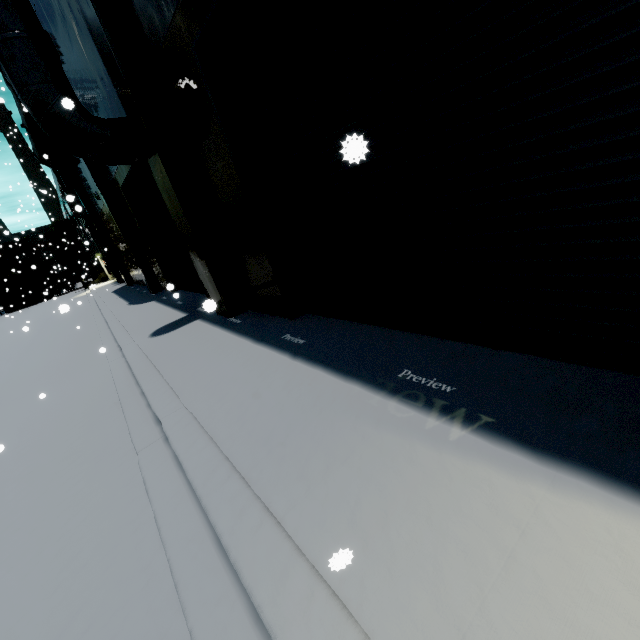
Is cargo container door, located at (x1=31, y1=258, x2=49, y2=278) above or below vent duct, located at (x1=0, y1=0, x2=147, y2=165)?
below

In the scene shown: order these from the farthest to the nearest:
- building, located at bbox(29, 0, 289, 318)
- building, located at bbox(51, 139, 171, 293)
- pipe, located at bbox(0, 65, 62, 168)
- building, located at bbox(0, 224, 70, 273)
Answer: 1. building, located at bbox(0, 224, 70, 273)
2. building, located at bbox(51, 139, 171, 293)
3. pipe, located at bbox(0, 65, 62, 168)
4. building, located at bbox(29, 0, 289, 318)

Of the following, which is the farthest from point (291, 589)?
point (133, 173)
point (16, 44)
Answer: point (133, 173)

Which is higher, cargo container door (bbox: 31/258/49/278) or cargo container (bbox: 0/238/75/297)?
cargo container (bbox: 0/238/75/297)

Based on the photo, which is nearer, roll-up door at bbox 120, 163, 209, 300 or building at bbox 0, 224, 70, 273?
roll-up door at bbox 120, 163, 209, 300

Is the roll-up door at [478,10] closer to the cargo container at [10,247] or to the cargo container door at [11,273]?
the cargo container door at [11,273]

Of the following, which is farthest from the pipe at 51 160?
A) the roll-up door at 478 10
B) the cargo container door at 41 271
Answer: the cargo container door at 41 271

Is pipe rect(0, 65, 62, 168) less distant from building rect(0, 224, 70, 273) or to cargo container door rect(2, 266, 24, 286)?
building rect(0, 224, 70, 273)
